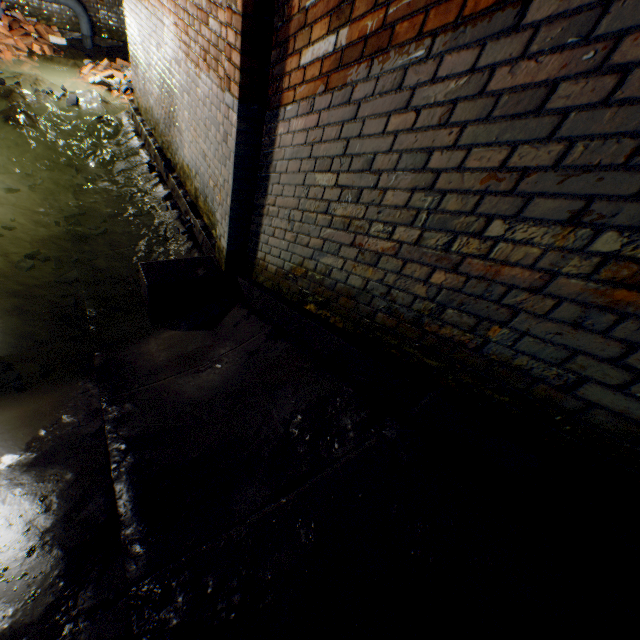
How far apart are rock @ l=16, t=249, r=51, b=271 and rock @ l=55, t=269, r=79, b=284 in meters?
0.3

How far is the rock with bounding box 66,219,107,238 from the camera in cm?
412

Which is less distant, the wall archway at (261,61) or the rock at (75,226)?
the wall archway at (261,61)

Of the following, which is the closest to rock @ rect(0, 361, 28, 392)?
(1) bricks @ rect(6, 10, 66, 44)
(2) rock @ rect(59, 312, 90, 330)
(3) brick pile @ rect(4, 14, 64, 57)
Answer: (2) rock @ rect(59, 312, 90, 330)

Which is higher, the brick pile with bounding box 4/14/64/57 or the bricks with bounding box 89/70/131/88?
the brick pile with bounding box 4/14/64/57

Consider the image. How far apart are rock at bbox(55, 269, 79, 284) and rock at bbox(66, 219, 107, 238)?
0.4 meters

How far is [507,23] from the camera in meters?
1.1 m

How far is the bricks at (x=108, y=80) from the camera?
6.6 meters
